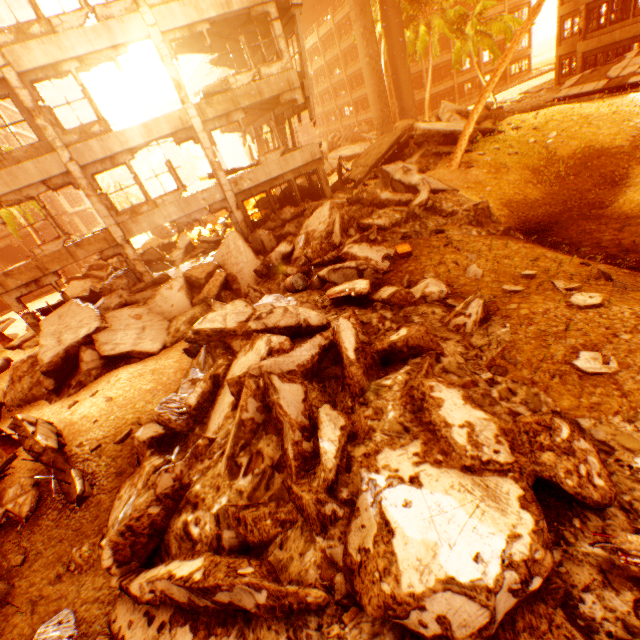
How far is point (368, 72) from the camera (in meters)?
27.89

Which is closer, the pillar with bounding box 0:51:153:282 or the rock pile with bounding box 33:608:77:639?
the rock pile with bounding box 33:608:77:639

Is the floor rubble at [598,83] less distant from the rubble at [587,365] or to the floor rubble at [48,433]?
the rubble at [587,365]

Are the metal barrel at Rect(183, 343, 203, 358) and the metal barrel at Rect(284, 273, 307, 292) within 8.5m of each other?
yes

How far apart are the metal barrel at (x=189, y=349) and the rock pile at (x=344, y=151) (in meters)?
29.16

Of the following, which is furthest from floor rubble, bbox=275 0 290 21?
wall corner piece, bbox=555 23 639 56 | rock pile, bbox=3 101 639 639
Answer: wall corner piece, bbox=555 23 639 56

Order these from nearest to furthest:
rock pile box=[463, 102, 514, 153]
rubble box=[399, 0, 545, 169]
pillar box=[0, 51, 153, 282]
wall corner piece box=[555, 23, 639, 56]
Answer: pillar box=[0, 51, 153, 282]
rubble box=[399, 0, 545, 169]
rock pile box=[463, 102, 514, 153]
wall corner piece box=[555, 23, 639, 56]

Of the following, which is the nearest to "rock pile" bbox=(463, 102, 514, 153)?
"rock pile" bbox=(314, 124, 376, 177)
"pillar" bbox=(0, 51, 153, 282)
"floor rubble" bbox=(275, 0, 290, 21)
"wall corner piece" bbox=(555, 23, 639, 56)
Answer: "pillar" bbox=(0, 51, 153, 282)
